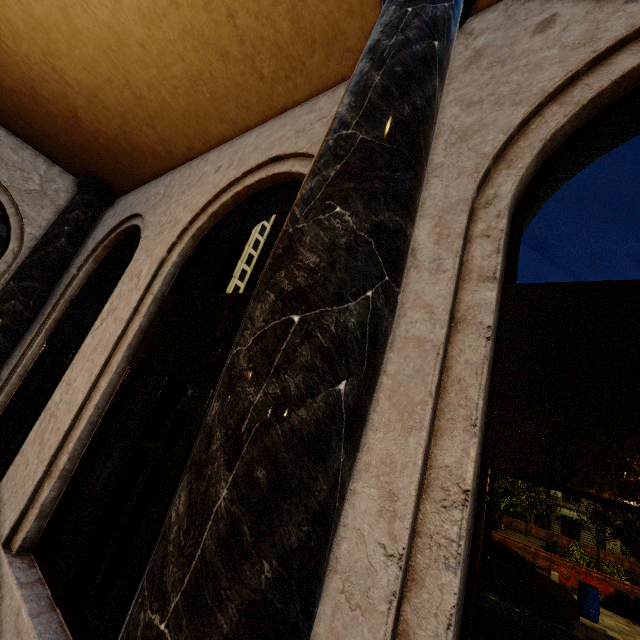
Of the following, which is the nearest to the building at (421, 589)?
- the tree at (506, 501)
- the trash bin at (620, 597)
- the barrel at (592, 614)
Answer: the tree at (506, 501)

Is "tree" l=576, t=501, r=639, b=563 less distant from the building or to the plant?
the plant

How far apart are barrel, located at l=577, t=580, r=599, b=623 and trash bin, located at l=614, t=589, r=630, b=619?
3.3m

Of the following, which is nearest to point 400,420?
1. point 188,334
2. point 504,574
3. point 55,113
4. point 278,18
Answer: point 188,334

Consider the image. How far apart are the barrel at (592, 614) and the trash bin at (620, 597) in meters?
3.3 m

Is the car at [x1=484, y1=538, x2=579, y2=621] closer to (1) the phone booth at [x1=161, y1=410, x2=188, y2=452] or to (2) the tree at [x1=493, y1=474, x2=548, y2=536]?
(2) the tree at [x1=493, y1=474, x2=548, y2=536]

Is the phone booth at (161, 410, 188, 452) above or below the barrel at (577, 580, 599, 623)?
above

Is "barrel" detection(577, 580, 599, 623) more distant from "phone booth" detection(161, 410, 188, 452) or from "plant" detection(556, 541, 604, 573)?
"phone booth" detection(161, 410, 188, 452)
